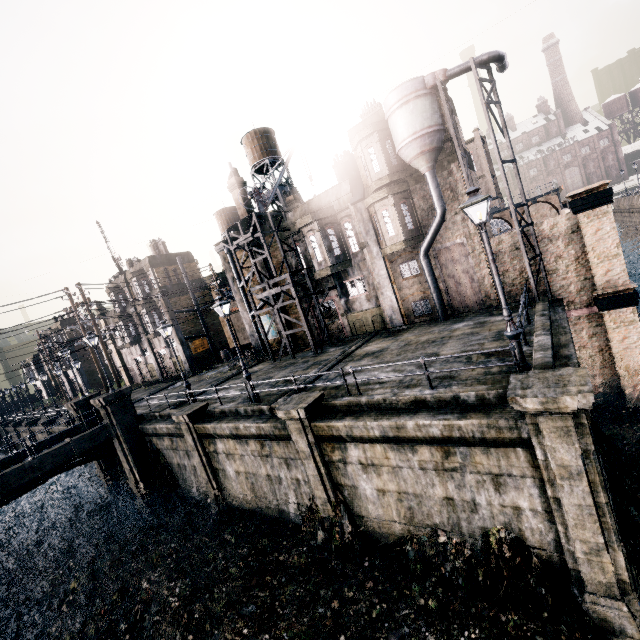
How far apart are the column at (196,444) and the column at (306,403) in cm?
689

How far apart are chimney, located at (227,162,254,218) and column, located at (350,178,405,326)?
9.40m

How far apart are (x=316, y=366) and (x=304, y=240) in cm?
1007

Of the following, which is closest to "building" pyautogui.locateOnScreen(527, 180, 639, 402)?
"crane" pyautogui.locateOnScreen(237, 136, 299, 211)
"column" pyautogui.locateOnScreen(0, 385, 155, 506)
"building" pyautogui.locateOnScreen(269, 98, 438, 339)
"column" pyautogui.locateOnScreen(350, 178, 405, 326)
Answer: "column" pyautogui.locateOnScreen(350, 178, 405, 326)

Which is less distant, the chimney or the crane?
the crane

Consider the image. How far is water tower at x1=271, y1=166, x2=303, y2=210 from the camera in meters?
30.7 m

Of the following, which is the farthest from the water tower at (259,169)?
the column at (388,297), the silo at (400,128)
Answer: the silo at (400,128)

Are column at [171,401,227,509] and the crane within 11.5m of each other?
no
